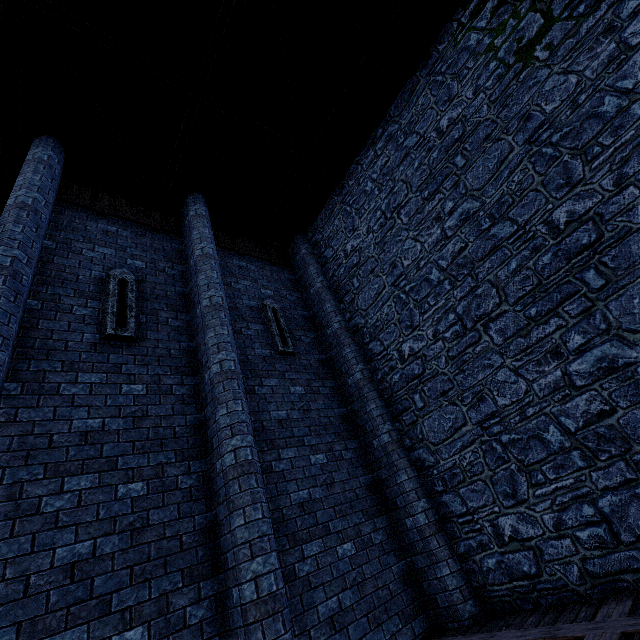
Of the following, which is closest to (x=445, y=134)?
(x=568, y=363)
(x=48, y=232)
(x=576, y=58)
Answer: (x=576, y=58)

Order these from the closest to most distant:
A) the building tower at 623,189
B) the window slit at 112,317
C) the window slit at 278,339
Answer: the building tower at 623,189
the window slit at 112,317
the window slit at 278,339

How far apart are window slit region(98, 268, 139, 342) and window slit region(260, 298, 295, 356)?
2.8m

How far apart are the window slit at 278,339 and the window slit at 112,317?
2.77m

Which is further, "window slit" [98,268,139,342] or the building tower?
"window slit" [98,268,139,342]

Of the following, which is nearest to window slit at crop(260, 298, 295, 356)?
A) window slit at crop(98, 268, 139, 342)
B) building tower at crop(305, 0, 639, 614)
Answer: building tower at crop(305, 0, 639, 614)
